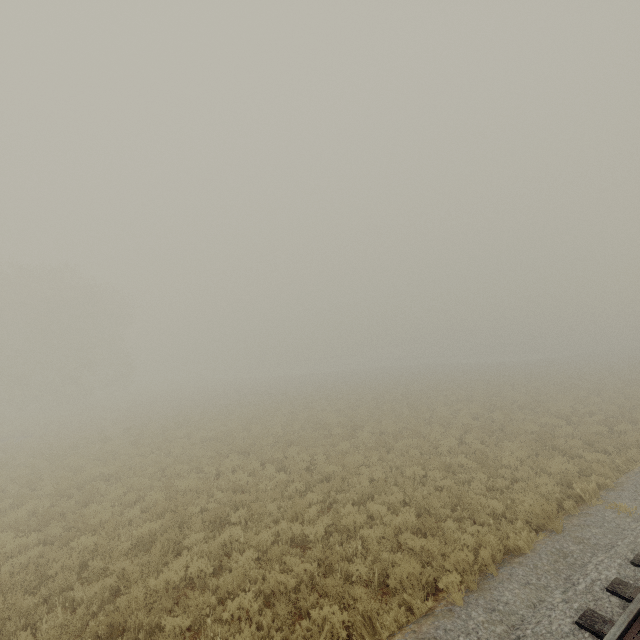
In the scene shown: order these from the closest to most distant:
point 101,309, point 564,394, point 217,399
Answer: point 564,394
point 217,399
point 101,309
